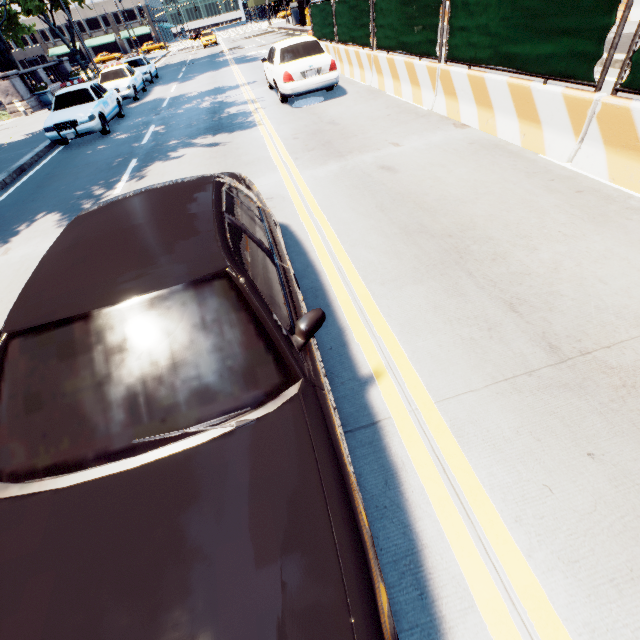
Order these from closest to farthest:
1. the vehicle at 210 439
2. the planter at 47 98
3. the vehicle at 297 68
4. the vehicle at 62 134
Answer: the vehicle at 210 439 < the vehicle at 297 68 < the vehicle at 62 134 < the planter at 47 98

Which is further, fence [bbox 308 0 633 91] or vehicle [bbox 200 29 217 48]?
vehicle [bbox 200 29 217 48]

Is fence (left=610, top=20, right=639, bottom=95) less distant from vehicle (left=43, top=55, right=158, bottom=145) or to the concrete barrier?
the concrete barrier

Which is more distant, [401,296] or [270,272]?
[401,296]

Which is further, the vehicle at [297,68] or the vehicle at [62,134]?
the vehicle at [62,134]

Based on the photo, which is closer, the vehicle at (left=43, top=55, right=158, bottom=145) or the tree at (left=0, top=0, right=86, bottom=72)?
the vehicle at (left=43, top=55, right=158, bottom=145)

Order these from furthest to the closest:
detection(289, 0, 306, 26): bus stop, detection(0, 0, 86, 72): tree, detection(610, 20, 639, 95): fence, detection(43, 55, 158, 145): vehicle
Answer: detection(289, 0, 306, 26): bus stop < detection(0, 0, 86, 72): tree < detection(43, 55, 158, 145): vehicle < detection(610, 20, 639, 95): fence

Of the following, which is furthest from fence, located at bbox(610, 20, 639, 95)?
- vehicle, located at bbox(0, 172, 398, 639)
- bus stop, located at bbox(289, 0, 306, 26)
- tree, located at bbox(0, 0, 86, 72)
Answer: bus stop, located at bbox(289, 0, 306, 26)
